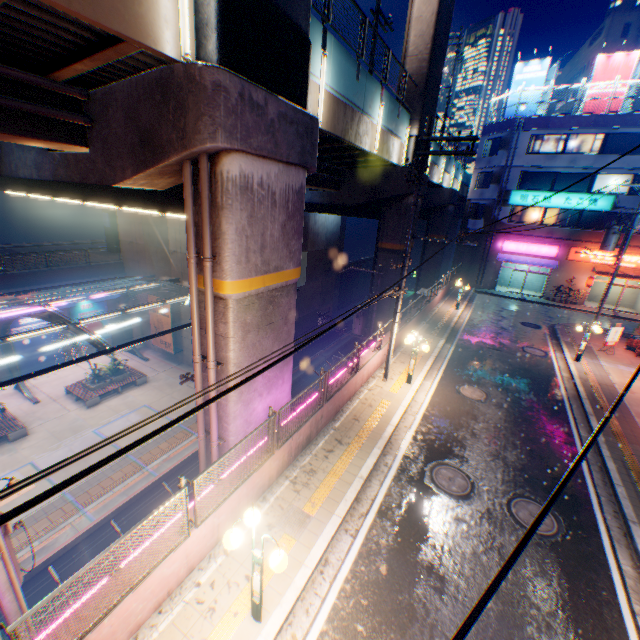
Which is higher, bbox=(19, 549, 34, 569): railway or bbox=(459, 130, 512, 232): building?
bbox=(459, 130, 512, 232): building

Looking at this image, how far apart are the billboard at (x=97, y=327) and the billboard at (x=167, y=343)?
4.01m

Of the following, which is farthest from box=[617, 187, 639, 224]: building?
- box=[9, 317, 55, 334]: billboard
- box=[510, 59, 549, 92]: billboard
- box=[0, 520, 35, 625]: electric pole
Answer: box=[9, 317, 55, 334]: billboard

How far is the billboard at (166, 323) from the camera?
23.88m

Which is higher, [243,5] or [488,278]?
[243,5]

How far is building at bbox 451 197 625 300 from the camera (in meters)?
28.55

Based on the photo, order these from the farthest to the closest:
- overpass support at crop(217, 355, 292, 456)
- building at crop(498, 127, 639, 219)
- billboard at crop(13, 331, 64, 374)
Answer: building at crop(498, 127, 639, 219), billboard at crop(13, 331, 64, 374), overpass support at crop(217, 355, 292, 456)

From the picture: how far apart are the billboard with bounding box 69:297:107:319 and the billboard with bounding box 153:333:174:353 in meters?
4.0 m
